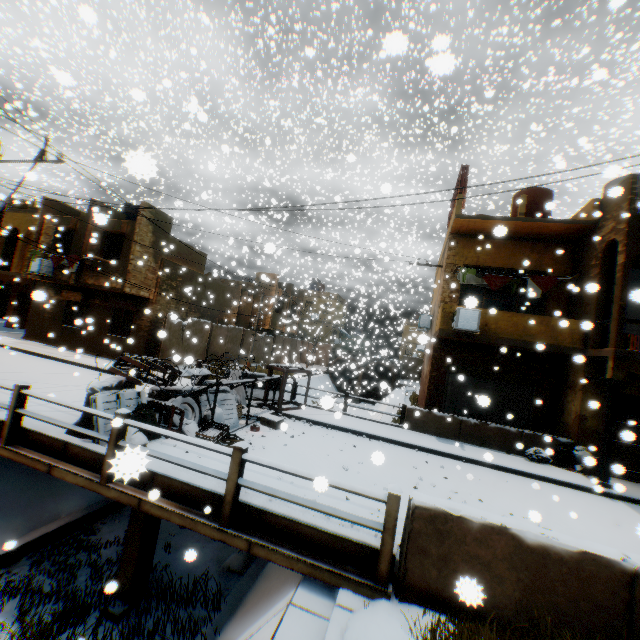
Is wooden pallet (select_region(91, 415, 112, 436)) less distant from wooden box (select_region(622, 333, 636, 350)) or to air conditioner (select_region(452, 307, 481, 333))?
air conditioner (select_region(452, 307, 481, 333))

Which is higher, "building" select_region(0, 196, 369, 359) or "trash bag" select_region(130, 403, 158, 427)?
"building" select_region(0, 196, 369, 359)

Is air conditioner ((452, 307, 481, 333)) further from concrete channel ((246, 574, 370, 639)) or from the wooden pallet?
the wooden pallet

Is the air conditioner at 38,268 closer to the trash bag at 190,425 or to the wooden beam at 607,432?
the trash bag at 190,425

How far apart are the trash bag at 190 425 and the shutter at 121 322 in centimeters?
1212cm

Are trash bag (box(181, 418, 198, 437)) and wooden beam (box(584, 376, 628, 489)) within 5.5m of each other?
no

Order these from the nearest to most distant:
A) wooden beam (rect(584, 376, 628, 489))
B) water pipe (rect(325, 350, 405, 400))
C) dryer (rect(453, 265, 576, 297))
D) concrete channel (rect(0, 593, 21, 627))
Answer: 1. concrete channel (rect(0, 593, 21, 627))
2. wooden beam (rect(584, 376, 628, 489))
3. dryer (rect(453, 265, 576, 297))
4. water pipe (rect(325, 350, 405, 400))

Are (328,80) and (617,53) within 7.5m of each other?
no
